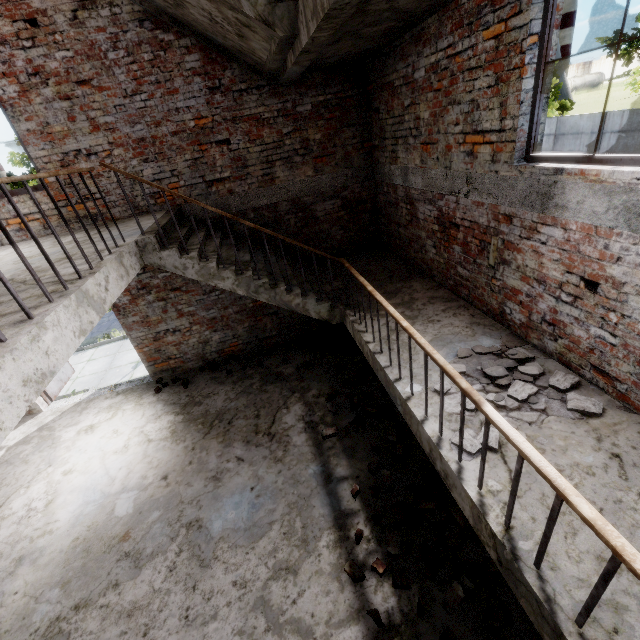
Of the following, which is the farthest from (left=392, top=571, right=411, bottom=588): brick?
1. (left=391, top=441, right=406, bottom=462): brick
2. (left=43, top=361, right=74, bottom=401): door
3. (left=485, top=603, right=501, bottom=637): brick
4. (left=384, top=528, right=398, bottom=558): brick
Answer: (left=43, top=361, right=74, bottom=401): door

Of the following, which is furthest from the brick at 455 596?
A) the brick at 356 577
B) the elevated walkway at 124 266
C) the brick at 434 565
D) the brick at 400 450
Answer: the elevated walkway at 124 266

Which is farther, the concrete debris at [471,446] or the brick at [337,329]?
the brick at [337,329]

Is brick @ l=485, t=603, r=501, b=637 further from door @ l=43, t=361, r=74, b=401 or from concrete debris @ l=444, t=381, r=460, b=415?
door @ l=43, t=361, r=74, b=401

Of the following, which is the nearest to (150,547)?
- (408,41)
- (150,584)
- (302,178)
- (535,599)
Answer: (150,584)

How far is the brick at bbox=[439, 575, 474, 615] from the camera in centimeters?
308cm

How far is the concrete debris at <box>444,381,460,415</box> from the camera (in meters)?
2.94

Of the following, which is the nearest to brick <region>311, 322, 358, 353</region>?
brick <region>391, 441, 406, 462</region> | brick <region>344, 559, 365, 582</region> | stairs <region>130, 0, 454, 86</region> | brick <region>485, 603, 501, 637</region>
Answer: stairs <region>130, 0, 454, 86</region>
